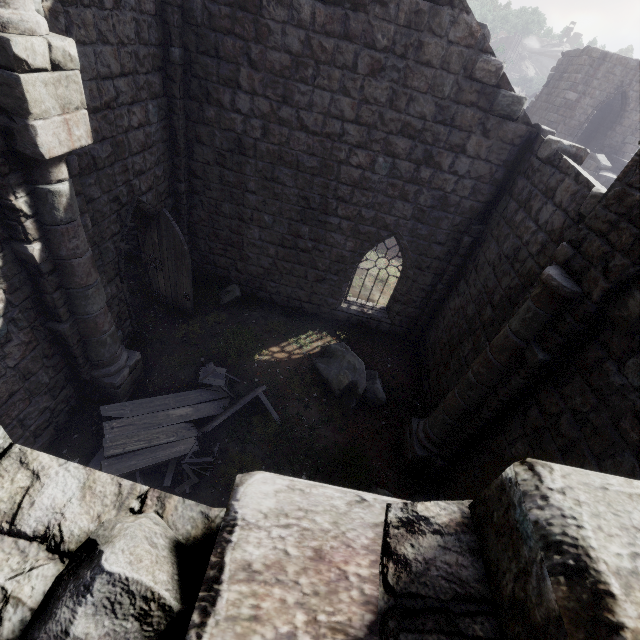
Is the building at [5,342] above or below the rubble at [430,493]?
above

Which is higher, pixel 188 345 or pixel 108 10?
pixel 108 10

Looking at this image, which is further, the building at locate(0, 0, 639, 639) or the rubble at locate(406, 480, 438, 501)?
the rubble at locate(406, 480, 438, 501)

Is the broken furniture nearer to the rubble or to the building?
the building

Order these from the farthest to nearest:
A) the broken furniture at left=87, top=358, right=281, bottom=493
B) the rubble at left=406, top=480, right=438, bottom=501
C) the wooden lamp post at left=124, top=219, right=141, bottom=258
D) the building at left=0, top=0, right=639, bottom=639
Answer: the wooden lamp post at left=124, top=219, right=141, bottom=258 → the rubble at left=406, top=480, right=438, bottom=501 → the broken furniture at left=87, top=358, right=281, bottom=493 → the building at left=0, top=0, right=639, bottom=639

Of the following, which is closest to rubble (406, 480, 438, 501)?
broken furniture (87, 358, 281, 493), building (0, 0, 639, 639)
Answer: building (0, 0, 639, 639)

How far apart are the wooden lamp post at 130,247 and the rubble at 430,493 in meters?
11.6 m

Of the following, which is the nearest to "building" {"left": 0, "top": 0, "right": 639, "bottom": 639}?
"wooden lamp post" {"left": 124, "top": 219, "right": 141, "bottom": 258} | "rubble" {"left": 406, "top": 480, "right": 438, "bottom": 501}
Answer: "rubble" {"left": 406, "top": 480, "right": 438, "bottom": 501}
